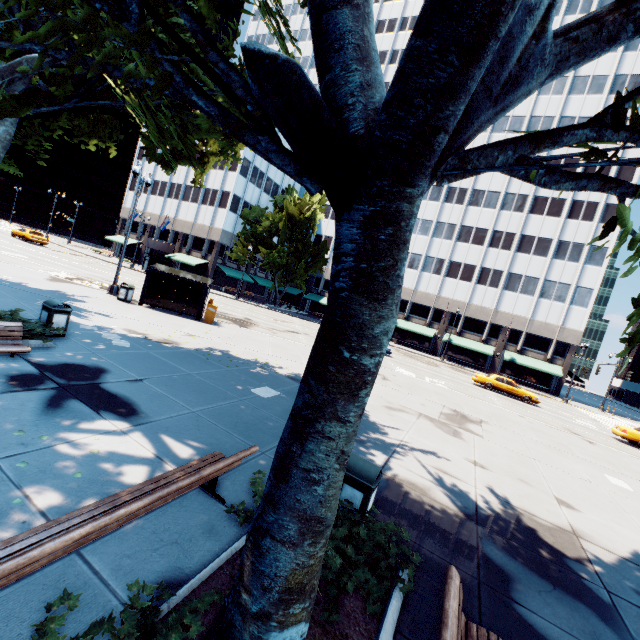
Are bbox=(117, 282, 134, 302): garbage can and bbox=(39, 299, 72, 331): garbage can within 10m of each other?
yes

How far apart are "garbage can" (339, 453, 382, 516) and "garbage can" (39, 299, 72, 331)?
9.1 meters

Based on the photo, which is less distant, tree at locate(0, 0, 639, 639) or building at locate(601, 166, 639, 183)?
tree at locate(0, 0, 639, 639)

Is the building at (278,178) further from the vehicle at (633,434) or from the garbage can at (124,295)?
the garbage can at (124,295)

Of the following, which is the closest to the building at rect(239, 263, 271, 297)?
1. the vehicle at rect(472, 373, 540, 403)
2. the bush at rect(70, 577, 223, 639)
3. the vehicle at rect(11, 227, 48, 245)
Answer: the vehicle at rect(11, 227, 48, 245)

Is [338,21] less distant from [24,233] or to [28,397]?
[28,397]

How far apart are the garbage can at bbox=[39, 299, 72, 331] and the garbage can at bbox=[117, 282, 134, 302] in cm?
825

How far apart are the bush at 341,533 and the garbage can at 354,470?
0.0m
